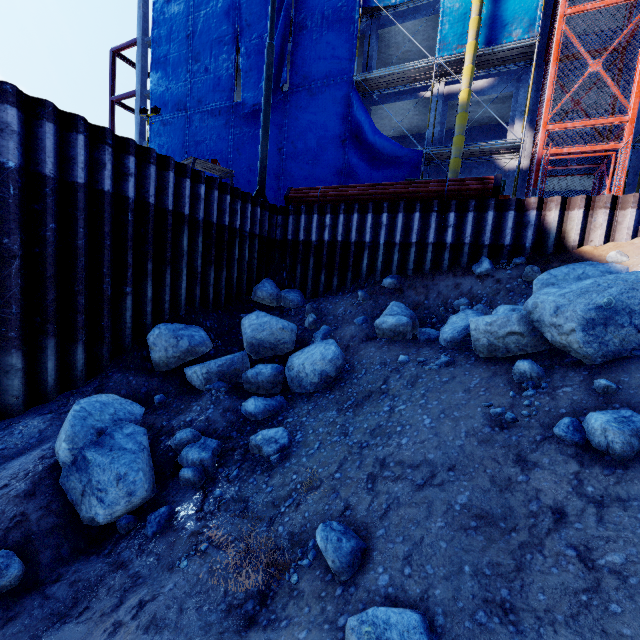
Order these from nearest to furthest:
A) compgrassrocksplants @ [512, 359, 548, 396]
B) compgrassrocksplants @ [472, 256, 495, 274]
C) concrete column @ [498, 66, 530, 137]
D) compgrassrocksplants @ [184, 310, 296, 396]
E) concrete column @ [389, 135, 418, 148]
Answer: compgrassrocksplants @ [512, 359, 548, 396]
compgrassrocksplants @ [184, 310, 296, 396]
compgrassrocksplants @ [472, 256, 495, 274]
concrete column @ [498, 66, 530, 137]
concrete column @ [389, 135, 418, 148]

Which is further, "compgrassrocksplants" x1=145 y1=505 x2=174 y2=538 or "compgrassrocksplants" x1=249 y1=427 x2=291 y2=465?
"compgrassrocksplants" x1=249 y1=427 x2=291 y2=465

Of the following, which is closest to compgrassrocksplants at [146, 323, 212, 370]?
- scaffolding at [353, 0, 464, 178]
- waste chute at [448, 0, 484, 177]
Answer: waste chute at [448, 0, 484, 177]

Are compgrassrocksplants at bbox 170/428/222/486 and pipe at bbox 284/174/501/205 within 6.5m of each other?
no

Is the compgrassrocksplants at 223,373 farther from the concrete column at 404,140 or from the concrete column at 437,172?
the concrete column at 404,140

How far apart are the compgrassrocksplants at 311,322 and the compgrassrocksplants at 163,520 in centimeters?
443cm

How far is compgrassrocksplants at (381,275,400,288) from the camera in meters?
9.7

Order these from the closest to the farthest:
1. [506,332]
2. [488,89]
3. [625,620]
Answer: [625,620], [506,332], [488,89]
